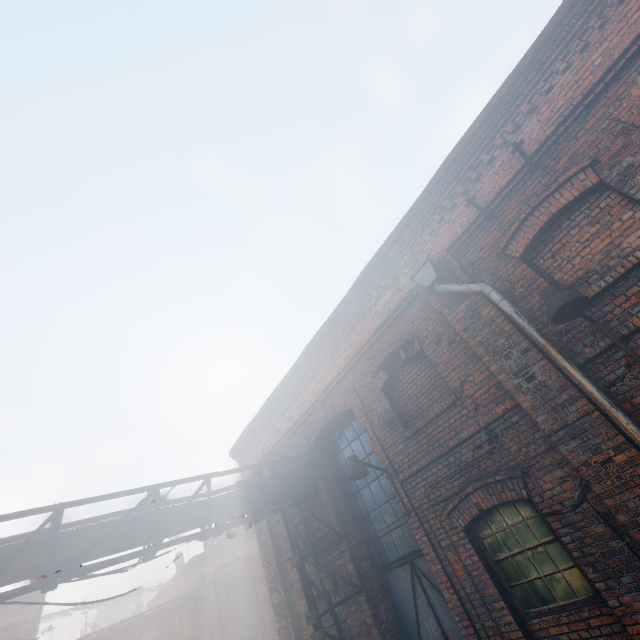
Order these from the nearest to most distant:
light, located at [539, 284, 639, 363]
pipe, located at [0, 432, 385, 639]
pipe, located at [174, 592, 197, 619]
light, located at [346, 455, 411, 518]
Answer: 1. light, located at [539, 284, 639, 363]
2. pipe, located at [0, 432, 385, 639]
3. light, located at [346, 455, 411, 518]
4. pipe, located at [174, 592, 197, 619]

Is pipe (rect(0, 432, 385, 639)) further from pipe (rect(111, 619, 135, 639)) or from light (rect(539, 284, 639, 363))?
pipe (rect(111, 619, 135, 639))

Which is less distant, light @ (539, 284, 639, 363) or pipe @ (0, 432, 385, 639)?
light @ (539, 284, 639, 363)

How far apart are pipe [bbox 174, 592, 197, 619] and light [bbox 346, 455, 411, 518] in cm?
2004

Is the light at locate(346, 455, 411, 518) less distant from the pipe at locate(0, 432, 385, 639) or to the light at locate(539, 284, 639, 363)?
the pipe at locate(0, 432, 385, 639)

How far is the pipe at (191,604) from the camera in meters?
18.4

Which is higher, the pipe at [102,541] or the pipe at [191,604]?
the pipe at [191,604]

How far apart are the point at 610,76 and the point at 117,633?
26.90m
